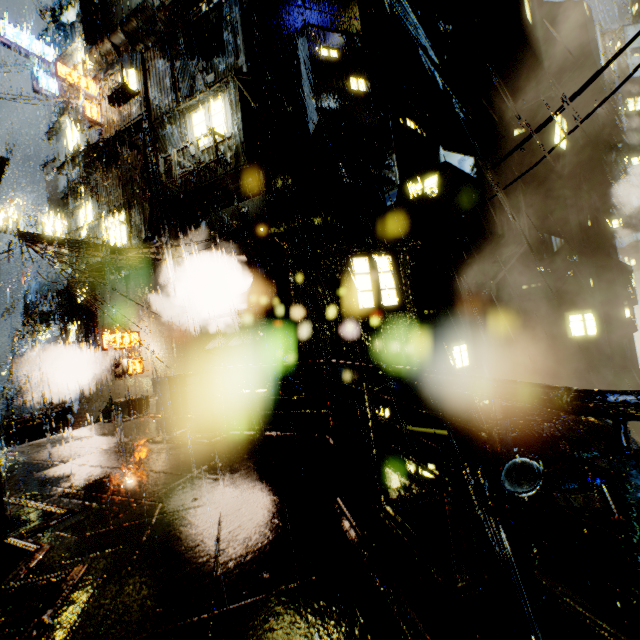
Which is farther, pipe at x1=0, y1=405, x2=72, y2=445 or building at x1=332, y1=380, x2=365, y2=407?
pipe at x1=0, y1=405, x2=72, y2=445

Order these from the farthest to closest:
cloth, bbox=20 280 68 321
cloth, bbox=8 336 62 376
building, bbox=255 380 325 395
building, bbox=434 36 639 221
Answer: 1. cloth, bbox=8 336 62 376
2. cloth, bbox=20 280 68 321
3. building, bbox=434 36 639 221
4. building, bbox=255 380 325 395

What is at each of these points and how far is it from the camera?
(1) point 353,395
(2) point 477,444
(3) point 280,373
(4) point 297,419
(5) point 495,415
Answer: (1) building, 12.23m
(2) building vent, 9.91m
(3) building, 13.03m
(4) building, 9.43m
(5) railing, 2.35m

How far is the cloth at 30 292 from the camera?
16.1 meters

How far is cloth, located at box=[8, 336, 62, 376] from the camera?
19.0m

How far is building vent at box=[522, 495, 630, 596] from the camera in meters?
7.6

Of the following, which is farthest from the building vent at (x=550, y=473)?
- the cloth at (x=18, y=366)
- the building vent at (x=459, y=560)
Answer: the cloth at (x=18, y=366)

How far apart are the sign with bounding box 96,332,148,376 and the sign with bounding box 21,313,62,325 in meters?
6.8 m
